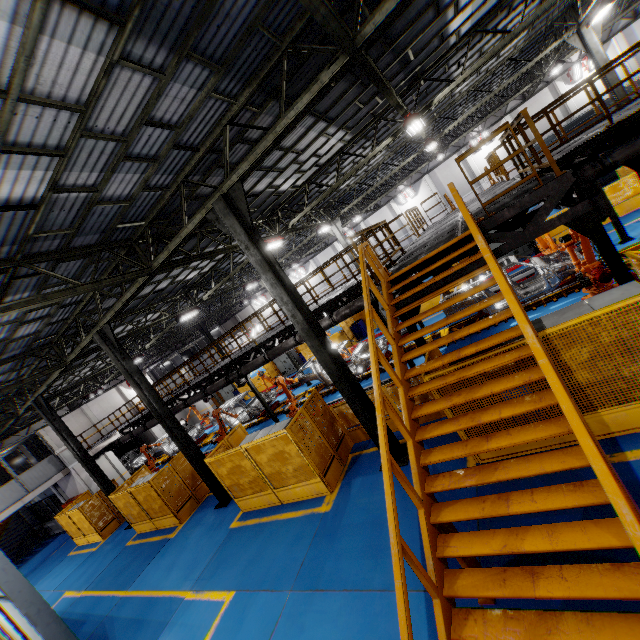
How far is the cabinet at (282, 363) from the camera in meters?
26.2

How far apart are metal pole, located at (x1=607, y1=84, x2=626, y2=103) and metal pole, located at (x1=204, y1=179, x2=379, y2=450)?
18.1m

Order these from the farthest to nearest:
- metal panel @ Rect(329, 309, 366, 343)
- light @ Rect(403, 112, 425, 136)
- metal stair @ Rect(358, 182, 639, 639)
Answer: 1. metal panel @ Rect(329, 309, 366, 343)
2. light @ Rect(403, 112, 425, 136)
3. metal stair @ Rect(358, 182, 639, 639)

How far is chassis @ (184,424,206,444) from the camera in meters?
23.0 m

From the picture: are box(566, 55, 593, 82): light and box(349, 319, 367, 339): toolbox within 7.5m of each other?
no

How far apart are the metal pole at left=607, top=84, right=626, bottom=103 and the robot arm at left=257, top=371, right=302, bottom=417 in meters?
18.9 m

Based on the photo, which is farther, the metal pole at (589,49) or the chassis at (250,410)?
the chassis at (250,410)

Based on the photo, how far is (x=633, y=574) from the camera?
2.9m
